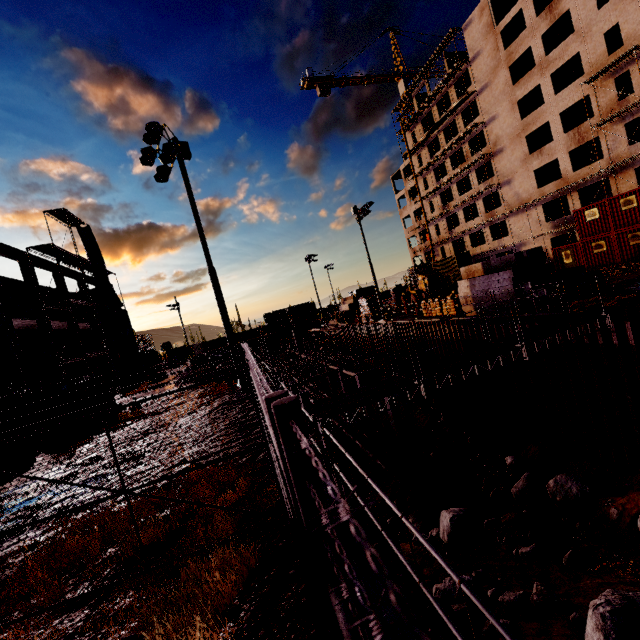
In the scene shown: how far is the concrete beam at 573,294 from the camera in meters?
14.8

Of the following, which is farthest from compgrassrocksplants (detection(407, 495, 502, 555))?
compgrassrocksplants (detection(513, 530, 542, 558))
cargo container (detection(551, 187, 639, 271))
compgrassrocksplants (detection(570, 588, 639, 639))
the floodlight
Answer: cargo container (detection(551, 187, 639, 271))

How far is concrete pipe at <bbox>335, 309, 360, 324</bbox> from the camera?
39.72m

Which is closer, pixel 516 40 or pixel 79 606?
pixel 79 606

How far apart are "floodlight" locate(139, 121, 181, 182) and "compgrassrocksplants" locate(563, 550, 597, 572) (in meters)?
17.95

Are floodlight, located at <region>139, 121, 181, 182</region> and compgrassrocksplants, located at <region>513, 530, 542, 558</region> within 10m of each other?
no

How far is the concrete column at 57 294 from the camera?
22.5m

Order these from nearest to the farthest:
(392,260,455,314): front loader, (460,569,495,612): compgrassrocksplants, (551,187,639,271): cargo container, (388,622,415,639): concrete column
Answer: (388,622,415,639): concrete column → (460,569,495,612): compgrassrocksplants → (551,187,639,271): cargo container → (392,260,455,314): front loader
